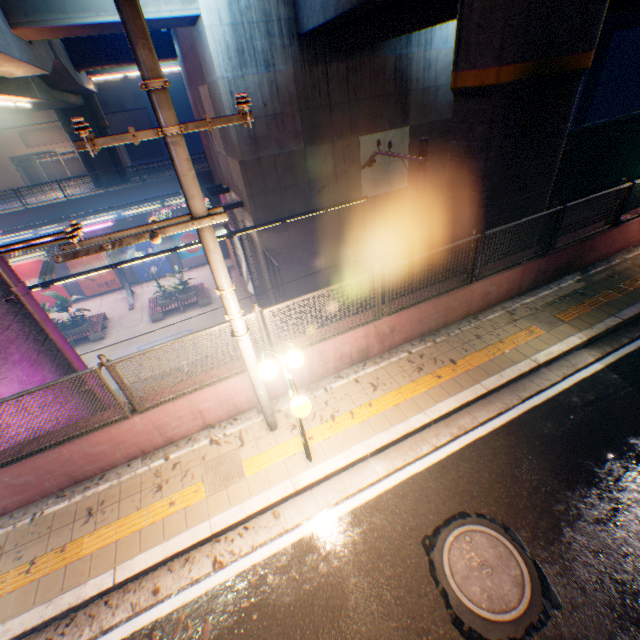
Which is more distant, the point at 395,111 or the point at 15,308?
the point at 395,111

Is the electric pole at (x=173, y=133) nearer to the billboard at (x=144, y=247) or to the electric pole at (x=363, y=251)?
the electric pole at (x=363, y=251)

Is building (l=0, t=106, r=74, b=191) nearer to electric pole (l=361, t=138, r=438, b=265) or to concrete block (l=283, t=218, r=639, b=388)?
electric pole (l=361, t=138, r=438, b=265)

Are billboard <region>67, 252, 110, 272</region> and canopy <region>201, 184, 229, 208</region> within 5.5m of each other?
no

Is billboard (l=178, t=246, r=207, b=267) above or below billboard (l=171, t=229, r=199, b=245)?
below

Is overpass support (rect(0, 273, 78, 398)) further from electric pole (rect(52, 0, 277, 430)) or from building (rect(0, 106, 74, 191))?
building (rect(0, 106, 74, 191))

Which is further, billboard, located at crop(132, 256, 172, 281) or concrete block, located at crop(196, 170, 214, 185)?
billboard, located at crop(132, 256, 172, 281)

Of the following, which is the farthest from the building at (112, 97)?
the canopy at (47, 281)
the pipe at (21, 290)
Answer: the pipe at (21, 290)
